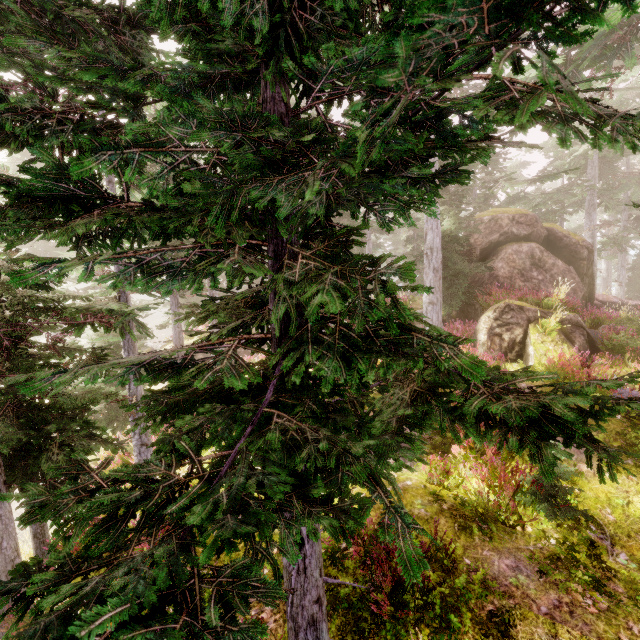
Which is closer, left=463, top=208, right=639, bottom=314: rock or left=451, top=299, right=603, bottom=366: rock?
left=451, top=299, right=603, bottom=366: rock

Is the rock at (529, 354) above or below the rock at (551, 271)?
below

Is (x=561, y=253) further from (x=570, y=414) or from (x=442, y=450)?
(x=570, y=414)

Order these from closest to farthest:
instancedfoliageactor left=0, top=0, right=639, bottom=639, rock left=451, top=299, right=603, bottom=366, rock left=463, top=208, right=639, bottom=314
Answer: instancedfoliageactor left=0, top=0, right=639, bottom=639
rock left=451, top=299, right=603, bottom=366
rock left=463, top=208, right=639, bottom=314

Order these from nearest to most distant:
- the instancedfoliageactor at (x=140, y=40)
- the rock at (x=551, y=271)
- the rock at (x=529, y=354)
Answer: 1. the instancedfoliageactor at (x=140, y=40)
2. the rock at (x=529, y=354)
3. the rock at (x=551, y=271)

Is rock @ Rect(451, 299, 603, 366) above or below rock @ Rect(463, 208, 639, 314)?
below

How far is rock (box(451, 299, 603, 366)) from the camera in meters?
10.3 m

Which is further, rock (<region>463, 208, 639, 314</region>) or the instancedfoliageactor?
rock (<region>463, 208, 639, 314</region>)
